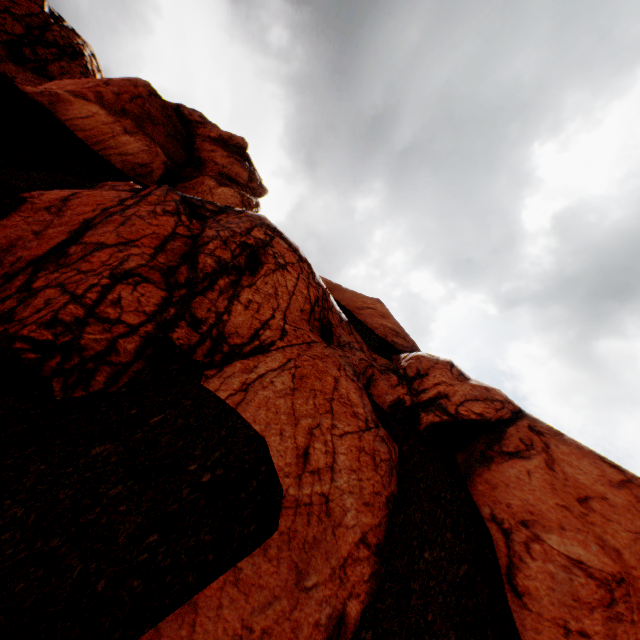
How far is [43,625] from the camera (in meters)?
2.22
